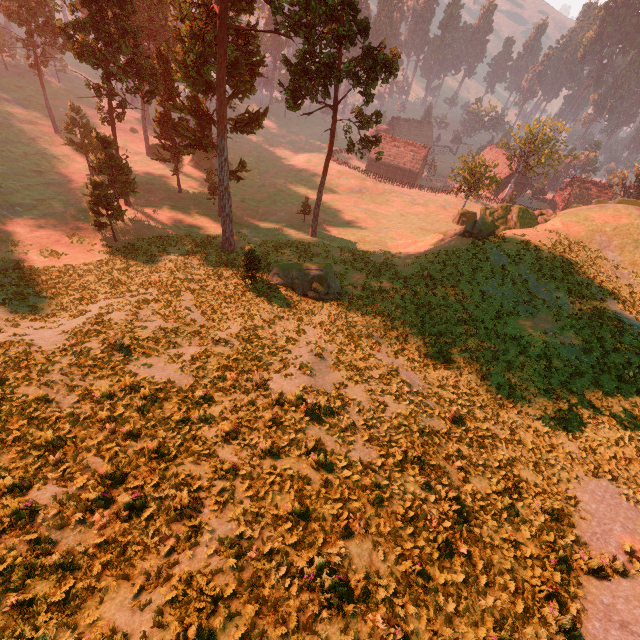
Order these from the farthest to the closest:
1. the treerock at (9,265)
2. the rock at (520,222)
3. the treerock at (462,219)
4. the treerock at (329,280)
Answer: the treerock at (462,219) → the rock at (520,222) → the treerock at (329,280) → the treerock at (9,265)

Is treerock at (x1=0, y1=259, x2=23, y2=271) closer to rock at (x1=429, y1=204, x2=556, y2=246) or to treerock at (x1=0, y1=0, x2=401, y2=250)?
treerock at (x1=0, y1=0, x2=401, y2=250)

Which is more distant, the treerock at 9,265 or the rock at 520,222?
the rock at 520,222

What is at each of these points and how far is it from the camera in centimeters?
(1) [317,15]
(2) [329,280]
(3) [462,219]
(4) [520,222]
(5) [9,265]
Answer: (1) treerock, 2717cm
(2) treerock, 2688cm
(3) treerock, 5156cm
(4) rock, 3181cm
(5) treerock, 2477cm

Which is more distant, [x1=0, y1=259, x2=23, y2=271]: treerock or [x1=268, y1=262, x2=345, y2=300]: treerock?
[x1=268, y1=262, x2=345, y2=300]: treerock

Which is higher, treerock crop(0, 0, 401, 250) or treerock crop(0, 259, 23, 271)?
treerock crop(0, 0, 401, 250)

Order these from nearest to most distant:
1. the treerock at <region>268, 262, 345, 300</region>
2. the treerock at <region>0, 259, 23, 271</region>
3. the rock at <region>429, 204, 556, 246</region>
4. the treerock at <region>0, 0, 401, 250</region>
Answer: the treerock at <region>0, 259, 23, 271</region> < the treerock at <region>0, 0, 401, 250</region> < the treerock at <region>268, 262, 345, 300</region> < the rock at <region>429, 204, 556, 246</region>
